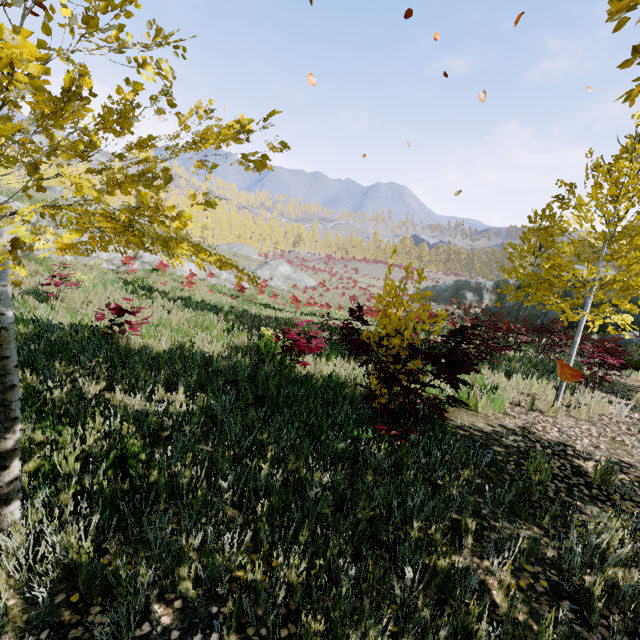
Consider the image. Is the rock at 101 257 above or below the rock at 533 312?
above

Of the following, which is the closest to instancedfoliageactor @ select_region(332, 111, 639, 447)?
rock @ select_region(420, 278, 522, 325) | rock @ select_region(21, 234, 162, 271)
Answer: rock @ select_region(420, 278, 522, 325)

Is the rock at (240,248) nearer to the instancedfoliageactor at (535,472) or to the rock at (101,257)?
the instancedfoliageactor at (535,472)

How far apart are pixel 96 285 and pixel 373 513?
13.1 meters

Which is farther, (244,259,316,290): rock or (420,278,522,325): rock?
(244,259,316,290): rock

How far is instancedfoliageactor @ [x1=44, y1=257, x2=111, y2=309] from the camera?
8.8 meters

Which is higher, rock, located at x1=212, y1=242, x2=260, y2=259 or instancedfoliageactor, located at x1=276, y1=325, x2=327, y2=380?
rock, located at x1=212, y1=242, x2=260, y2=259

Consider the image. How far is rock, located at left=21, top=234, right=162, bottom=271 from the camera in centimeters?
1480cm
